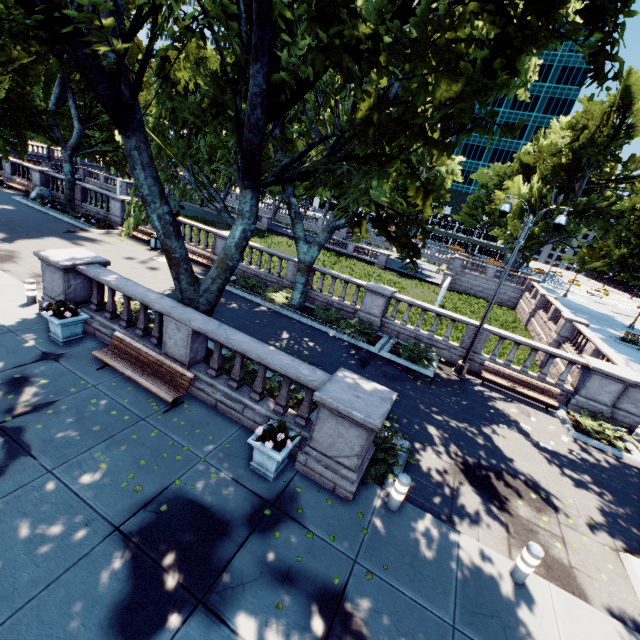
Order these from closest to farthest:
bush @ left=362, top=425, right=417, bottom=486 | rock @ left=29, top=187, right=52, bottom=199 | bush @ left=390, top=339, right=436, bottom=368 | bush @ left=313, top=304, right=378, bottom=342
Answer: bush @ left=362, top=425, right=417, bottom=486 < bush @ left=390, top=339, right=436, bottom=368 < bush @ left=313, top=304, right=378, bottom=342 < rock @ left=29, top=187, right=52, bottom=199

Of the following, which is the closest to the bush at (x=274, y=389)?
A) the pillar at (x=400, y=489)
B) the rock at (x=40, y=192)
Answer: the pillar at (x=400, y=489)

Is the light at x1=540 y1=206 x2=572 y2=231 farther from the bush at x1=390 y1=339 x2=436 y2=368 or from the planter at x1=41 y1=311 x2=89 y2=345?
the planter at x1=41 y1=311 x2=89 y2=345

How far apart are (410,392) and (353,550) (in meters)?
6.79

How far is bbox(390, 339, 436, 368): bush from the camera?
14.0m

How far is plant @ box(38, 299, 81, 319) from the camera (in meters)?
8.82

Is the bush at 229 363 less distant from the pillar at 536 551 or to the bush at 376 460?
the bush at 376 460

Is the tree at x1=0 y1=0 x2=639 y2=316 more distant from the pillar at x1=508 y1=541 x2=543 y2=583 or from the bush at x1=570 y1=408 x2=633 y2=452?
the bush at x1=570 y1=408 x2=633 y2=452
